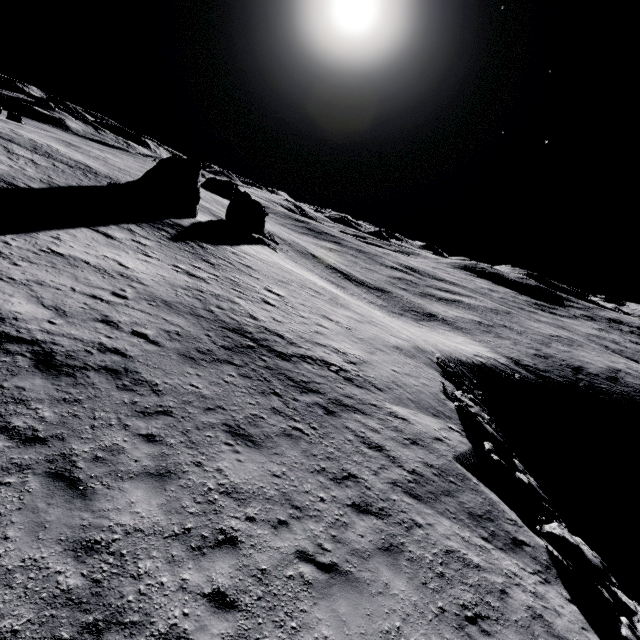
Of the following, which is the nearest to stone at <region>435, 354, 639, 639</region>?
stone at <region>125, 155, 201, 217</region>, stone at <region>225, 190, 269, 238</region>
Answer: stone at <region>125, 155, 201, 217</region>

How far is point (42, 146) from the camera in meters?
36.4 m

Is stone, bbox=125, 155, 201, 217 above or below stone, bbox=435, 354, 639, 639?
above

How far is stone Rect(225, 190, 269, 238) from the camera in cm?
4666

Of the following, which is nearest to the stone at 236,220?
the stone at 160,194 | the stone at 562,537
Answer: the stone at 160,194

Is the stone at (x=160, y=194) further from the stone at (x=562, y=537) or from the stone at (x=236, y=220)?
the stone at (x=562, y=537)

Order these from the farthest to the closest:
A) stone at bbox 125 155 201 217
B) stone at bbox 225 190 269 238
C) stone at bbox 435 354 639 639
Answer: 1. stone at bbox 225 190 269 238
2. stone at bbox 125 155 201 217
3. stone at bbox 435 354 639 639
